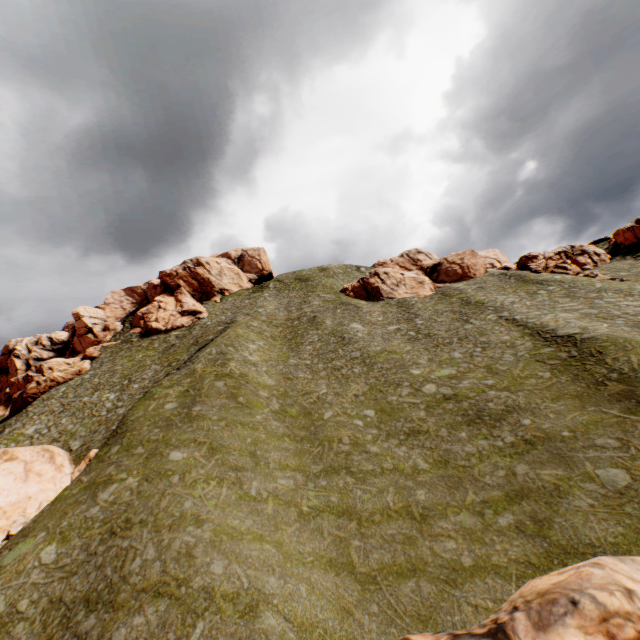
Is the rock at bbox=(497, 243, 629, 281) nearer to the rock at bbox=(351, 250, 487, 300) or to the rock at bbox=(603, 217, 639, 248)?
the rock at bbox=(603, 217, 639, 248)

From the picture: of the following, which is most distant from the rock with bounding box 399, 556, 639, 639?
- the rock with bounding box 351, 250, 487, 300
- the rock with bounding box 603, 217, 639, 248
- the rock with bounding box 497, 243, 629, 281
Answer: the rock with bounding box 497, 243, 629, 281

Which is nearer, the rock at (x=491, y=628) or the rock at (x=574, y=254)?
the rock at (x=491, y=628)

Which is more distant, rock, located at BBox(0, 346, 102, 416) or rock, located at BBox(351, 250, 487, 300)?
rock, located at BBox(351, 250, 487, 300)

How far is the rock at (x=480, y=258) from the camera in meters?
54.1

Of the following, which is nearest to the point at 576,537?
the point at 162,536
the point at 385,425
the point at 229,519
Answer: the point at 385,425

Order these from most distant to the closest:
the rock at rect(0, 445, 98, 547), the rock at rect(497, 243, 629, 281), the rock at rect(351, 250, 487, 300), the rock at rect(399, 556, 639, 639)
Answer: the rock at rect(351, 250, 487, 300) → the rock at rect(497, 243, 629, 281) → the rock at rect(0, 445, 98, 547) → the rock at rect(399, 556, 639, 639)
